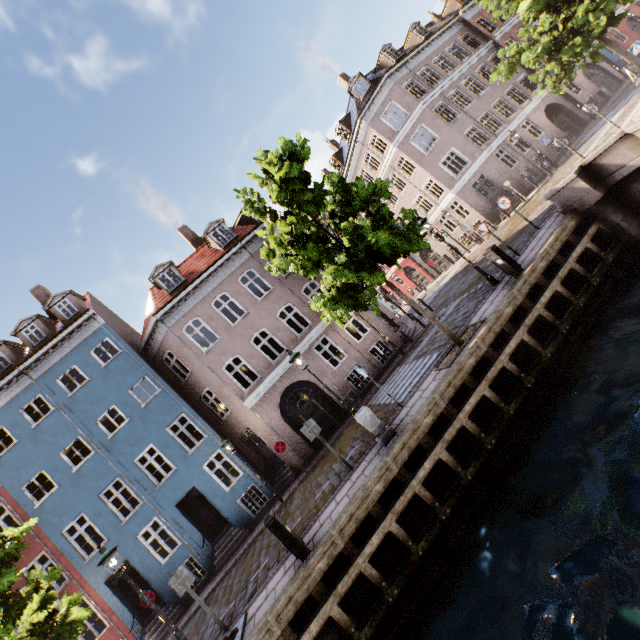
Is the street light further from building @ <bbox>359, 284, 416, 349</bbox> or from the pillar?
building @ <bbox>359, 284, 416, 349</bbox>

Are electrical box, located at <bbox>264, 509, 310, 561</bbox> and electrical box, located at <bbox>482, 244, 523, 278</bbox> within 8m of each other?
no

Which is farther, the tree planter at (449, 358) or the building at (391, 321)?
the building at (391, 321)

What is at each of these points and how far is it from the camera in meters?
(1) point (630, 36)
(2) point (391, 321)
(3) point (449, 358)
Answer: (1) building, 29.2 m
(2) building, 20.1 m
(3) tree planter, 9.7 m

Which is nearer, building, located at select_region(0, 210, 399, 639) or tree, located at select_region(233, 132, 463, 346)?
tree, located at select_region(233, 132, 463, 346)

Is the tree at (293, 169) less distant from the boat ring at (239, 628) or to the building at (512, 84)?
the boat ring at (239, 628)

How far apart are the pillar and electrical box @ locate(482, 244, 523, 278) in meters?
6.2

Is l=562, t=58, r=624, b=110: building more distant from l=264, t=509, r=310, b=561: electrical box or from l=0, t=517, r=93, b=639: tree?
l=264, t=509, r=310, b=561: electrical box
